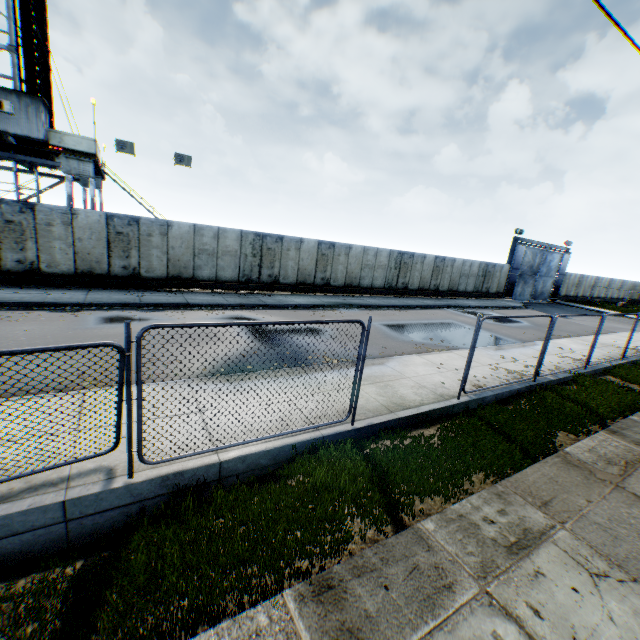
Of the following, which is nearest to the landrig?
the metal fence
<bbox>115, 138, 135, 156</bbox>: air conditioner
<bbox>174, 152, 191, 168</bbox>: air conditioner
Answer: <bbox>115, 138, 135, 156</bbox>: air conditioner

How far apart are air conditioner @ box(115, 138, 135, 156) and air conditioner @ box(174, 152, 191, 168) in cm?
183

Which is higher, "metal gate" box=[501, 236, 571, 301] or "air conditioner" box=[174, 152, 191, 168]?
"air conditioner" box=[174, 152, 191, 168]

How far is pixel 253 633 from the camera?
2.8m

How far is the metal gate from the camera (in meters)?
31.67

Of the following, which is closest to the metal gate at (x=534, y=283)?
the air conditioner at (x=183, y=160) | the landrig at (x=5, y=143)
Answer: the air conditioner at (x=183, y=160)

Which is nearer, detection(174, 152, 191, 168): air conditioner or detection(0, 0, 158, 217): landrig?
detection(0, 0, 158, 217): landrig

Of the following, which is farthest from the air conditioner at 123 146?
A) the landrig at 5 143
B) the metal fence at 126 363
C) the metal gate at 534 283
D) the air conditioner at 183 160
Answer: the metal gate at 534 283
